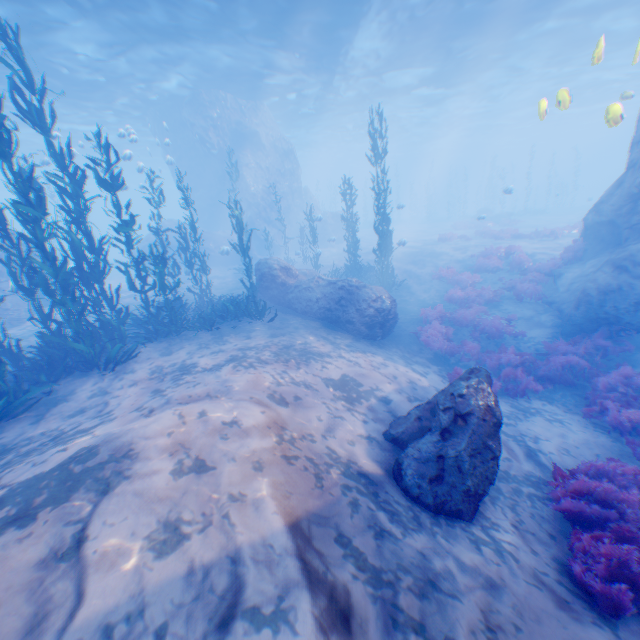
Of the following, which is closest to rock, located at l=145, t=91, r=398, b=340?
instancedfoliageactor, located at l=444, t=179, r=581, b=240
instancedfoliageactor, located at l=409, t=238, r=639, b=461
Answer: instancedfoliageactor, located at l=409, t=238, r=639, b=461

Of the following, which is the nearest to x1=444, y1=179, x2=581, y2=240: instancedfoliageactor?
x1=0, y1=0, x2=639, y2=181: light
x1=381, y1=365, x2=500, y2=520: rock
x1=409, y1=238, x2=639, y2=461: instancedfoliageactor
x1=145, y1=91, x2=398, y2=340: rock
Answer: x1=145, y1=91, x2=398, y2=340: rock

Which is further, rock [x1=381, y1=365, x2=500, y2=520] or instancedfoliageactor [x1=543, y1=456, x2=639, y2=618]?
rock [x1=381, y1=365, x2=500, y2=520]

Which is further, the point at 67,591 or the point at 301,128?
the point at 301,128

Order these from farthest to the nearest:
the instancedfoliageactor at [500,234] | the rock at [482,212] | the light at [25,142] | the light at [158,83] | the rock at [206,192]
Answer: the rock at [482,212] → the instancedfoliageactor at [500,234] → the light at [25,142] → the light at [158,83] → the rock at [206,192]

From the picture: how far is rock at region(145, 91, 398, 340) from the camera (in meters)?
12.35

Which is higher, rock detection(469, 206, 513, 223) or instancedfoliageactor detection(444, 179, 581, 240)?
rock detection(469, 206, 513, 223)

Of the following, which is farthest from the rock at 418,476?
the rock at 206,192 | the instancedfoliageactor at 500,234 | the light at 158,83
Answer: the instancedfoliageactor at 500,234
